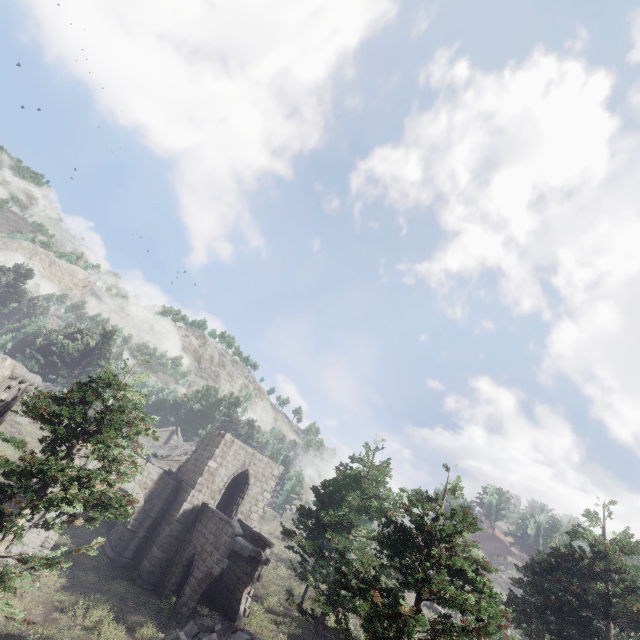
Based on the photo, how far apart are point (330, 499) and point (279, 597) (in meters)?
12.40

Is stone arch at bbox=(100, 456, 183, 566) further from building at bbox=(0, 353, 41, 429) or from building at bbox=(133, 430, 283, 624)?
building at bbox=(0, 353, 41, 429)

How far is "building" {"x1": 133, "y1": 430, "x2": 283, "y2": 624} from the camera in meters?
18.0

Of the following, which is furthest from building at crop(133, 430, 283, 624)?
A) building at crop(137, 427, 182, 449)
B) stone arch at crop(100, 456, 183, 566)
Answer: building at crop(137, 427, 182, 449)

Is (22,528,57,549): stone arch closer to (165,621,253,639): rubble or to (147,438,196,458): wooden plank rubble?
(165,621,253,639): rubble

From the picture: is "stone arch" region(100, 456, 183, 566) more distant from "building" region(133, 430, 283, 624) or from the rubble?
the rubble

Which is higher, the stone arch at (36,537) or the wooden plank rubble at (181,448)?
the wooden plank rubble at (181,448)

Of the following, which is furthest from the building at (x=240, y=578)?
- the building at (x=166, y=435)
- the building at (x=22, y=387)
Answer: the building at (x=166, y=435)
